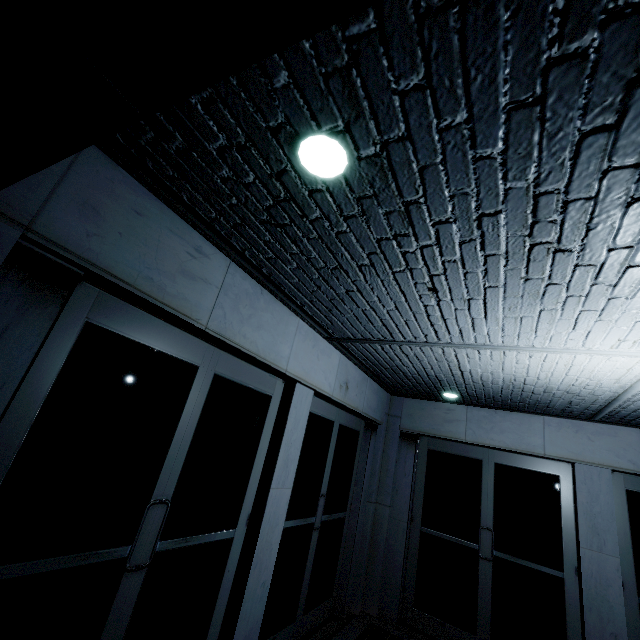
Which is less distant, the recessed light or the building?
the building

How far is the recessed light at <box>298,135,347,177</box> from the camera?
1.5m

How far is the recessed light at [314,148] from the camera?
1.5m

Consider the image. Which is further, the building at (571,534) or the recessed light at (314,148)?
the recessed light at (314,148)

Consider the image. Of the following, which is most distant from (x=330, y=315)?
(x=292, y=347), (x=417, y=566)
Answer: (x=417, y=566)
